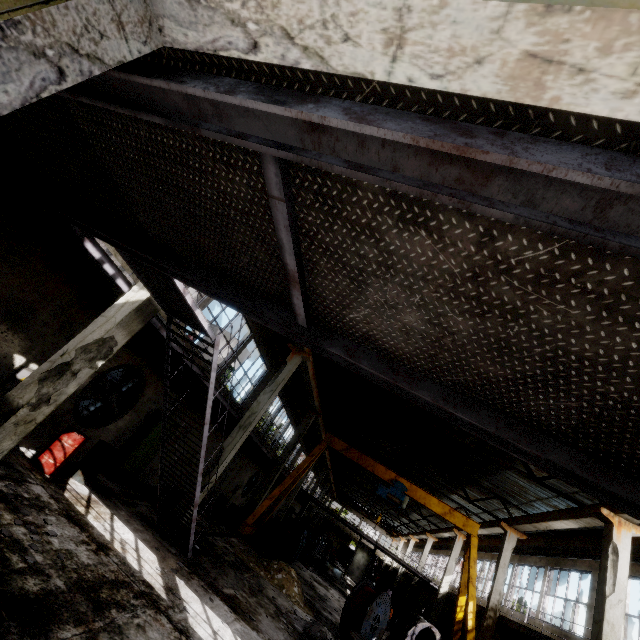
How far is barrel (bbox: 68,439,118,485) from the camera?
8.6m

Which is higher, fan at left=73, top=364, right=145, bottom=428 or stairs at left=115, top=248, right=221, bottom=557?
stairs at left=115, top=248, right=221, bottom=557

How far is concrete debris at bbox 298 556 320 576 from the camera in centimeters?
2238cm

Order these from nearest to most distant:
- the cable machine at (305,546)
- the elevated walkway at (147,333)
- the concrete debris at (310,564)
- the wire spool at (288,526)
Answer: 1. the elevated walkway at (147,333)
2. the wire spool at (288,526)
3. the cable machine at (305,546)
4. the concrete debris at (310,564)

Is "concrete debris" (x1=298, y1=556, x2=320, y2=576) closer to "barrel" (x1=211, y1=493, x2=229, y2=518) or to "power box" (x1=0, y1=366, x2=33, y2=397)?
"barrel" (x1=211, y1=493, x2=229, y2=518)

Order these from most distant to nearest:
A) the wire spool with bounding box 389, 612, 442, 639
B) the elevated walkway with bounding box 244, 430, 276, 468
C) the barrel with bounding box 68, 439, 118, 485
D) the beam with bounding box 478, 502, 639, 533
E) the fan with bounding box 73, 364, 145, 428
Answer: the elevated walkway with bounding box 244, 430, 276, 468 → the beam with bounding box 478, 502, 639, 533 → the wire spool with bounding box 389, 612, 442, 639 → the fan with bounding box 73, 364, 145, 428 → the barrel with bounding box 68, 439, 118, 485

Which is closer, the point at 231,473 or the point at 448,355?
the point at 448,355

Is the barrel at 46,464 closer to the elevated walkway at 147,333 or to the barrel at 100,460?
the barrel at 100,460
